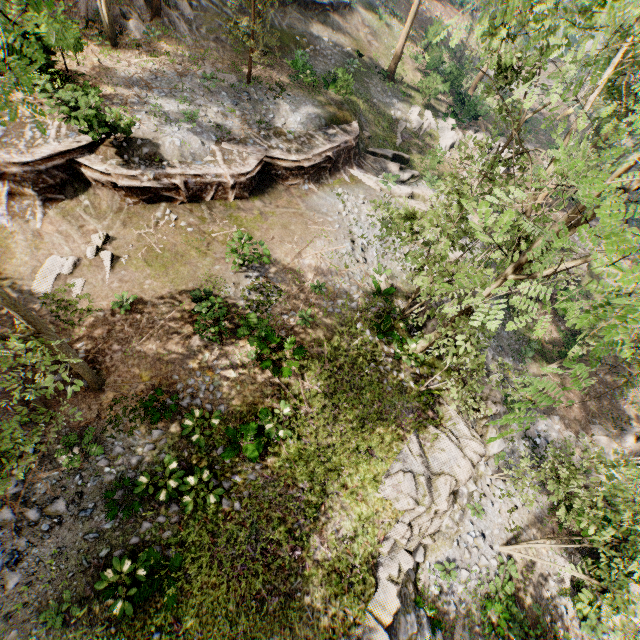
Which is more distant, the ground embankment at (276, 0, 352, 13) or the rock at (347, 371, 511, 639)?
the ground embankment at (276, 0, 352, 13)

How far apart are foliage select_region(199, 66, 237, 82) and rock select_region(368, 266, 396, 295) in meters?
14.0

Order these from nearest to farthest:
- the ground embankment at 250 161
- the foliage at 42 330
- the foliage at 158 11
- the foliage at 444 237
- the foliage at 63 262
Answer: the foliage at 444 237
the foliage at 42 330
the foliage at 63 262
the ground embankment at 250 161
the foliage at 158 11

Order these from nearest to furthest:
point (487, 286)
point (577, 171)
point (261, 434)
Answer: point (577, 171)
point (487, 286)
point (261, 434)

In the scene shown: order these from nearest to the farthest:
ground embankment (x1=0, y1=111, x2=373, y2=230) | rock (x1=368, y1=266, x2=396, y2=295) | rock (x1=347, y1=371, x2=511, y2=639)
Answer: rock (x1=347, y1=371, x2=511, y2=639)
ground embankment (x1=0, y1=111, x2=373, y2=230)
rock (x1=368, y1=266, x2=396, y2=295)

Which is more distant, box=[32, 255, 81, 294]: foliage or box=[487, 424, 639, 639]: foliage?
box=[32, 255, 81, 294]: foliage

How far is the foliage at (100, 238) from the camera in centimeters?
1331cm

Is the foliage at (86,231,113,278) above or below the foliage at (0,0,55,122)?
below
